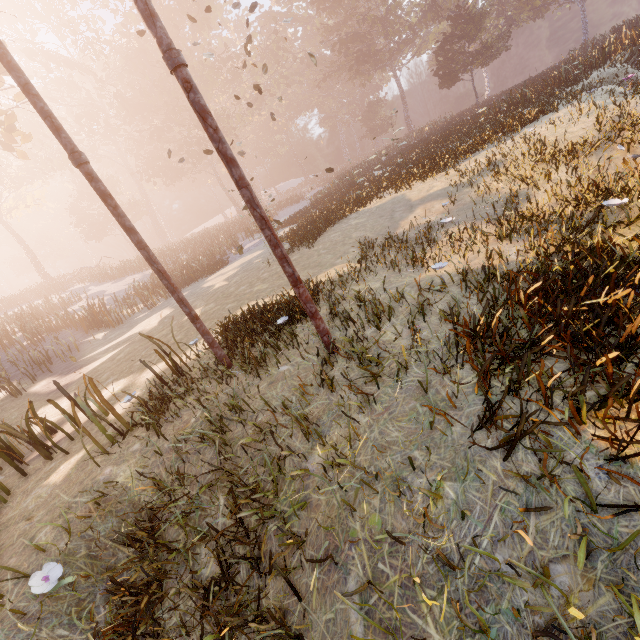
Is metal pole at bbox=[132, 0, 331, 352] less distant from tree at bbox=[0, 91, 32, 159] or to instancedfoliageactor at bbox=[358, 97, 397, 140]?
instancedfoliageactor at bbox=[358, 97, 397, 140]

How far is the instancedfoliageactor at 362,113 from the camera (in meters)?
51.56

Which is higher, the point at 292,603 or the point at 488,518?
the point at 488,518

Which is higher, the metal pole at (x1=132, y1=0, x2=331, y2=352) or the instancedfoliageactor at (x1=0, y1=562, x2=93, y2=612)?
the metal pole at (x1=132, y1=0, x2=331, y2=352)

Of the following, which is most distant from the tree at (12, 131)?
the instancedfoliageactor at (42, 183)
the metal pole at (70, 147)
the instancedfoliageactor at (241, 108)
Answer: the instancedfoliageactor at (241, 108)

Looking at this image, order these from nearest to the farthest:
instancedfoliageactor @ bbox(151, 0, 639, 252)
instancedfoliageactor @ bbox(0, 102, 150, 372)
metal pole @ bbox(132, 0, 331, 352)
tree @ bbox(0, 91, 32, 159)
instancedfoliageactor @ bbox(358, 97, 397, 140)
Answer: metal pole @ bbox(132, 0, 331, 352) → tree @ bbox(0, 91, 32, 159) → instancedfoliageactor @ bbox(151, 0, 639, 252) → instancedfoliageactor @ bbox(0, 102, 150, 372) → instancedfoliageactor @ bbox(358, 97, 397, 140)

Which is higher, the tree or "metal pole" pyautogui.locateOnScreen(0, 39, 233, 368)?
the tree

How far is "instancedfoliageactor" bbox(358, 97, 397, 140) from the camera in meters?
51.6
